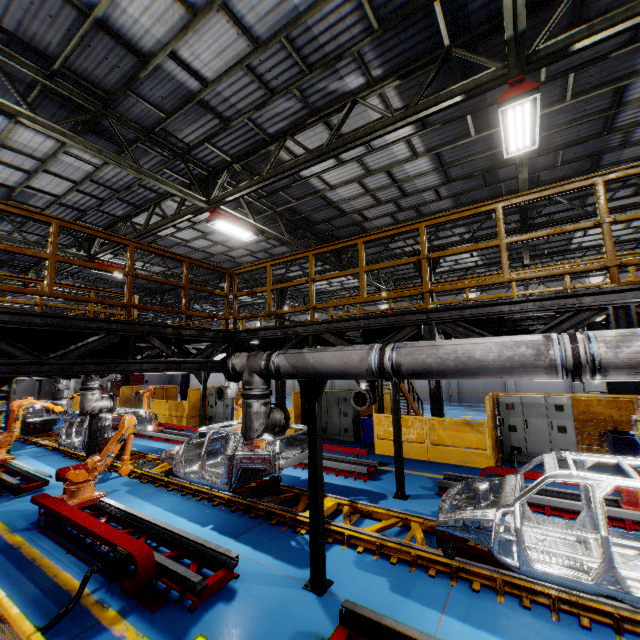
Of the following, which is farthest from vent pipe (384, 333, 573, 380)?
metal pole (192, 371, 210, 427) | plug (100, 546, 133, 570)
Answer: metal pole (192, 371, 210, 427)

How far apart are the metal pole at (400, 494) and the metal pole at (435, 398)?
4.1 meters

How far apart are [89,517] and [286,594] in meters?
4.2 m

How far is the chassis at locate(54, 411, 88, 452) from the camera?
12.09m

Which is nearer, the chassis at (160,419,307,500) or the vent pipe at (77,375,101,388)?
the chassis at (160,419,307,500)

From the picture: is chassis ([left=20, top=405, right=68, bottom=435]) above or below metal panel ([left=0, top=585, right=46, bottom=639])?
below

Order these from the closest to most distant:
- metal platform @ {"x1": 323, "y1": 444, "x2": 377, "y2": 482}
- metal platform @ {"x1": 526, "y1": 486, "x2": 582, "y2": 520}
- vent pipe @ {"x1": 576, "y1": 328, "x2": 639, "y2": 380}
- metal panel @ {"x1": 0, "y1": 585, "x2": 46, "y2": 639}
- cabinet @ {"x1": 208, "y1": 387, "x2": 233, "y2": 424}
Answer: metal panel @ {"x1": 0, "y1": 585, "x2": 46, "y2": 639} → vent pipe @ {"x1": 576, "y1": 328, "x2": 639, "y2": 380} → metal platform @ {"x1": 526, "y1": 486, "x2": 582, "y2": 520} → metal platform @ {"x1": 323, "y1": 444, "x2": 377, "y2": 482} → cabinet @ {"x1": 208, "y1": 387, "x2": 233, "y2": 424}

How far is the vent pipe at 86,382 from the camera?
8.89m
